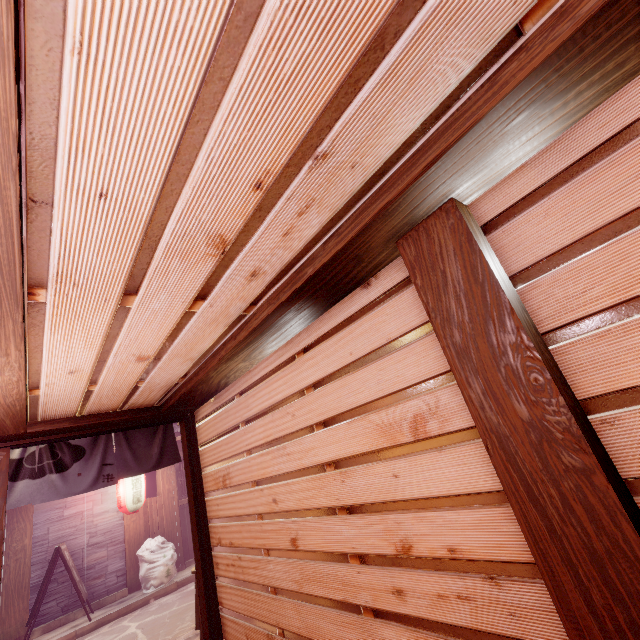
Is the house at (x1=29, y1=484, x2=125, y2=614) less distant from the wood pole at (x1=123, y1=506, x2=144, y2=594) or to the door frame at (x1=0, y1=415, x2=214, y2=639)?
the wood pole at (x1=123, y1=506, x2=144, y2=594)

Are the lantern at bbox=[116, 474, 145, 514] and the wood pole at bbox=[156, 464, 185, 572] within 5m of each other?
yes

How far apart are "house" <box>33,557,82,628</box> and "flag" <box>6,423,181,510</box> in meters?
8.5 m

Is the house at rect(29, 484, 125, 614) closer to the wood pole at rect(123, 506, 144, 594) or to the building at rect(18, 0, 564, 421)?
the wood pole at rect(123, 506, 144, 594)

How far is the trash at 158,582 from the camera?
13.12m

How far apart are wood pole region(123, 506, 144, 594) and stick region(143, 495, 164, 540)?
0.03m

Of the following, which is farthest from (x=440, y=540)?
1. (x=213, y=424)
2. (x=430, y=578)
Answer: (x=213, y=424)

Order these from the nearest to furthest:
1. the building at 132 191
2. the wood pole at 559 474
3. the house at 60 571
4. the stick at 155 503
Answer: the building at 132 191 → the wood pole at 559 474 → the house at 60 571 → the stick at 155 503
